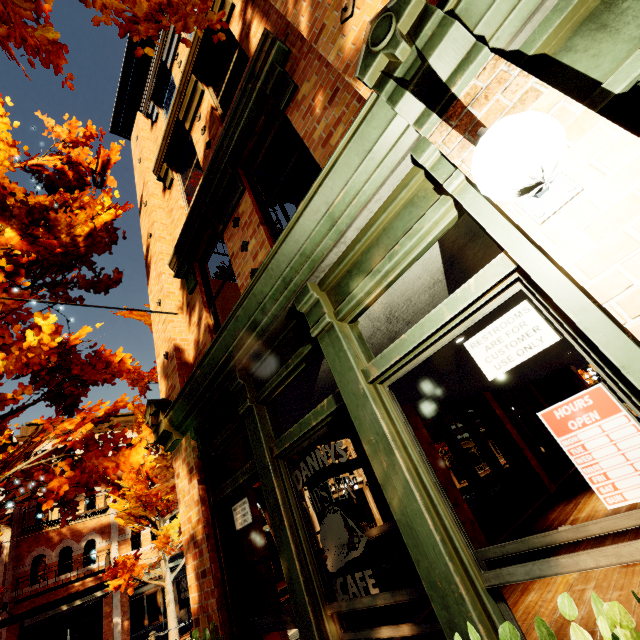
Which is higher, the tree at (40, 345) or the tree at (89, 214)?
the tree at (89, 214)

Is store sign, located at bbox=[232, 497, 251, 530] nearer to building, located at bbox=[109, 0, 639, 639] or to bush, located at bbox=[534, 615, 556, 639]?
building, located at bbox=[109, 0, 639, 639]

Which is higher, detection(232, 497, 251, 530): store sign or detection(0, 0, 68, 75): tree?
detection(0, 0, 68, 75): tree

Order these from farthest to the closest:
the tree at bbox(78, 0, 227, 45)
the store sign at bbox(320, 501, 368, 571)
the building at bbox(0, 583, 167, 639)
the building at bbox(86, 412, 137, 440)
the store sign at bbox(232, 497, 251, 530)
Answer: the building at bbox(86, 412, 137, 440), the building at bbox(0, 583, 167, 639), the store sign at bbox(232, 497, 251, 530), the tree at bbox(78, 0, 227, 45), the store sign at bbox(320, 501, 368, 571)

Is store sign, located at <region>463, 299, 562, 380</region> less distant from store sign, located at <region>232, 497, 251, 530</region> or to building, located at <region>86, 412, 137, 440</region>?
store sign, located at <region>232, 497, 251, 530</region>

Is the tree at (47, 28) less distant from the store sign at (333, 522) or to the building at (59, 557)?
the building at (59, 557)

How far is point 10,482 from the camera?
4.7 meters

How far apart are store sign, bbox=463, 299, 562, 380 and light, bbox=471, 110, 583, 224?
0.50m
